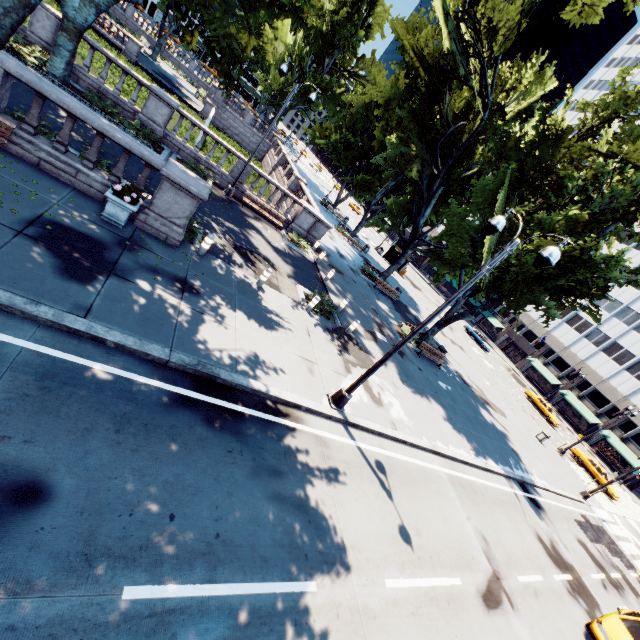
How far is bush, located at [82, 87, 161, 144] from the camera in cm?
1492

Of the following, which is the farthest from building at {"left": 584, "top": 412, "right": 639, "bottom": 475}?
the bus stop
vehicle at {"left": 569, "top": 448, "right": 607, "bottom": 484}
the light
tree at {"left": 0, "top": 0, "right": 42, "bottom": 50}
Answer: the light

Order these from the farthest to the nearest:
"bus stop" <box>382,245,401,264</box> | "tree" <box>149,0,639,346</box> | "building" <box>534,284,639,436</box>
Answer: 1. "building" <box>534,284,639,436</box>
2. "bus stop" <box>382,245,401,264</box>
3. "tree" <box>149,0,639,346</box>

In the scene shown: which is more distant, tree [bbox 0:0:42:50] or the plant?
the plant

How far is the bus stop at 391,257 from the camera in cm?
4541

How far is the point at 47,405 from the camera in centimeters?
516cm

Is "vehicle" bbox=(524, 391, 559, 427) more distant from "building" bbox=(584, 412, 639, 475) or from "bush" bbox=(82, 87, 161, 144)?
"bush" bbox=(82, 87, 161, 144)

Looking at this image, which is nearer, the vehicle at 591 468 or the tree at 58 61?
the tree at 58 61
